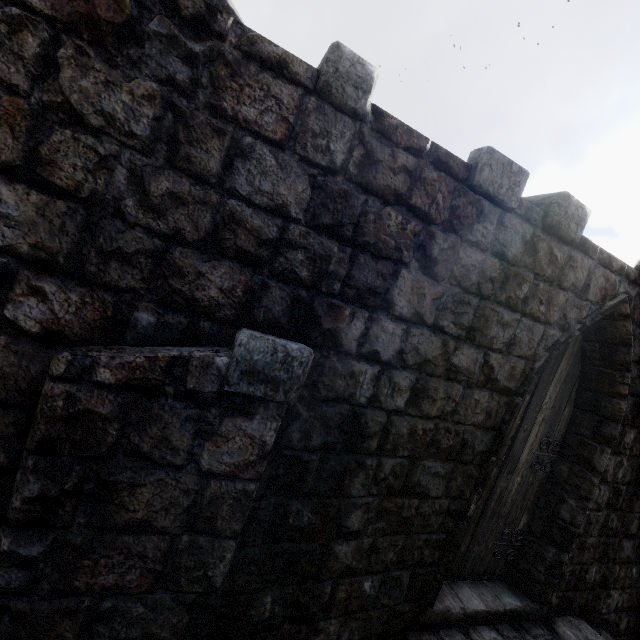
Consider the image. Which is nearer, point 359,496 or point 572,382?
point 359,496
